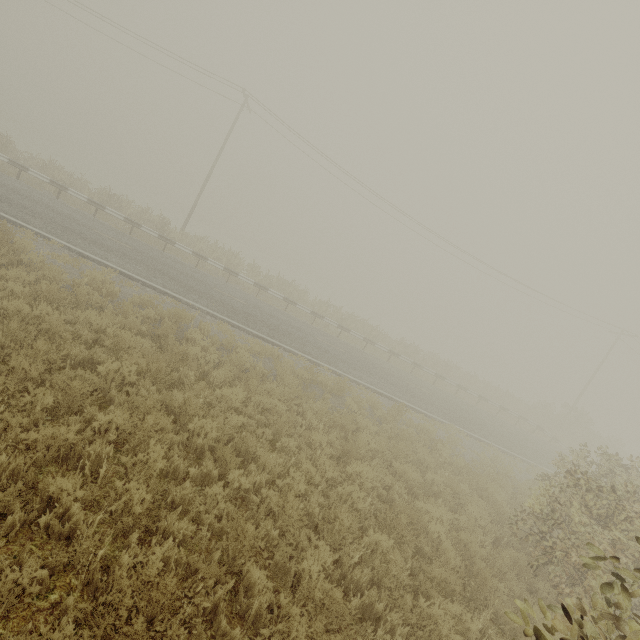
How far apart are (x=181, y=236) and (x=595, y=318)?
35.5 meters
